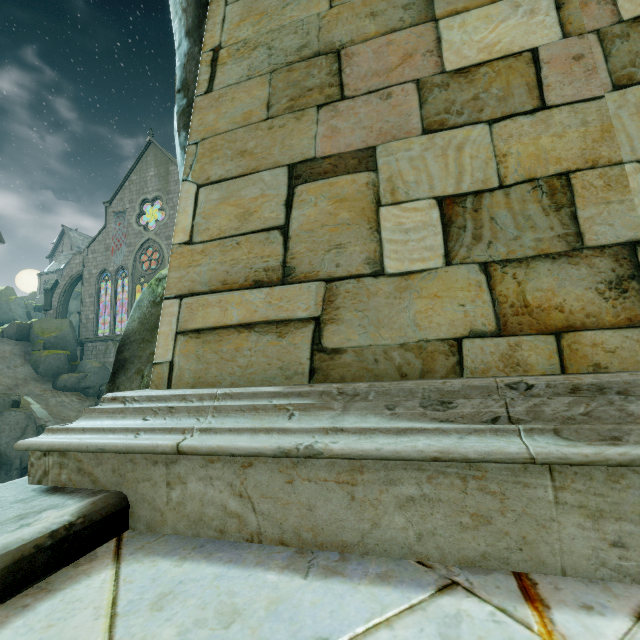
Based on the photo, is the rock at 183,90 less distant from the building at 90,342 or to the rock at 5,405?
the building at 90,342

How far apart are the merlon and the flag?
7.3m

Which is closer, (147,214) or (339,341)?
(339,341)

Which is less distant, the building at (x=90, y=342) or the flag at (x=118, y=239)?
the building at (x=90, y=342)

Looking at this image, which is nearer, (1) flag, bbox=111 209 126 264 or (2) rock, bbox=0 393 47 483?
(2) rock, bbox=0 393 47 483

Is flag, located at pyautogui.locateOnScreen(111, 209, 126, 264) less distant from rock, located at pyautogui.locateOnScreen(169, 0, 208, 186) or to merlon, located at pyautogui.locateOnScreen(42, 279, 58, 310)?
merlon, located at pyautogui.locateOnScreen(42, 279, 58, 310)

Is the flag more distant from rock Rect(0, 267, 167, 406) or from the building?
rock Rect(0, 267, 167, 406)

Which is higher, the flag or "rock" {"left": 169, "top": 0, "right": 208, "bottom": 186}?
the flag
